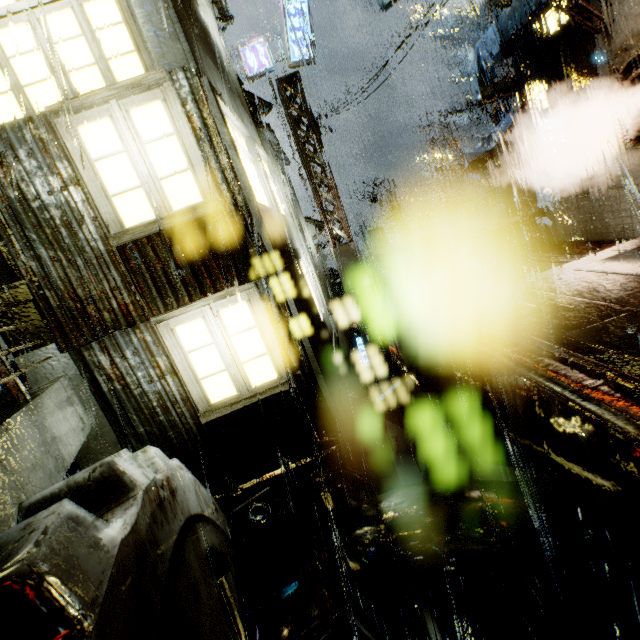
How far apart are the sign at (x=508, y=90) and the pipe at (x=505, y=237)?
4.9m

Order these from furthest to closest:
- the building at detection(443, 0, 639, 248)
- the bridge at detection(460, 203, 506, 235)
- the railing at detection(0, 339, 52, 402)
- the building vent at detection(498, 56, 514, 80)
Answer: the bridge at detection(460, 203, 506, 235) → the building vent at detection(498, 56, 514, 80) → the building at detection(443, 0, 639, 248) → the railing at detection(0, 339, 52, 402)

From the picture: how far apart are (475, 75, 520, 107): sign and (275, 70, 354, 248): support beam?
6.95m

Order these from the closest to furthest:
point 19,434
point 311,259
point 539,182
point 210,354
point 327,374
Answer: point 19,434
point 210,354
point 327,374
point 311,259
point 539,182

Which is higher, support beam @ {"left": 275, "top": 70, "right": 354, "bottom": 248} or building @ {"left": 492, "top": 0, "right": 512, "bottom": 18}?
building @ {"left": 492, "top": 0, "right": 512, "bottom": 18}

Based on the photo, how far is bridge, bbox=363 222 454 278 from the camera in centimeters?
1647cm

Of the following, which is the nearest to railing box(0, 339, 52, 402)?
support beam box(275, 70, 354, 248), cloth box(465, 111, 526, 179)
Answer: support beam box(275, 70, 354, 248)

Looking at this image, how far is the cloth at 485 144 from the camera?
14.24m
